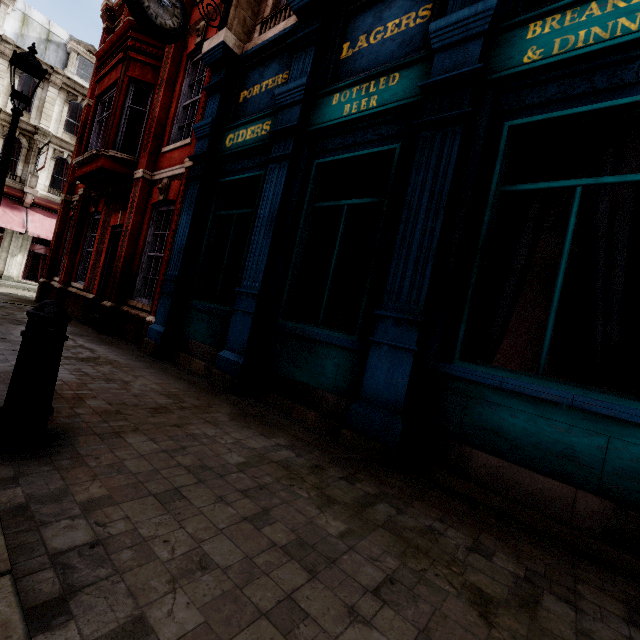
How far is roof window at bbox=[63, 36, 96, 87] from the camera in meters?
21.9

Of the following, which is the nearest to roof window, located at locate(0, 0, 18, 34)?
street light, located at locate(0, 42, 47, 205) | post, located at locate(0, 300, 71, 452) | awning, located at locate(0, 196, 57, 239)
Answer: awning, located at locate(0, 196, 57, 239)

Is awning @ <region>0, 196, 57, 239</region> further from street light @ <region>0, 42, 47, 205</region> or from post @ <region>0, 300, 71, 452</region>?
post @ <region>0, 300, 71, 452</region>

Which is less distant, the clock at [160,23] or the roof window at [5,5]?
the clock at [160,23]

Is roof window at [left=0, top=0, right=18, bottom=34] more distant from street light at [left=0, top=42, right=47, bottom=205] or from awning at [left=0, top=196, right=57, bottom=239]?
street light at [left=0, top=42, right=47, bottom=205]

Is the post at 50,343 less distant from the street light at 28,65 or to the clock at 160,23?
the street light at 28,65

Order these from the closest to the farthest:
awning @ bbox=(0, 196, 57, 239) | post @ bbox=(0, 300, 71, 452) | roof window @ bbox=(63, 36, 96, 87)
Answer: post @ bbox=(0, 300, 71, 452) < awning @ bbox=(0, 196, 57, 239) < roof window @ bbox=(63, 36, 96, 87)

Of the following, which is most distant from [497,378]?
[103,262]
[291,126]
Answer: [103,262]
